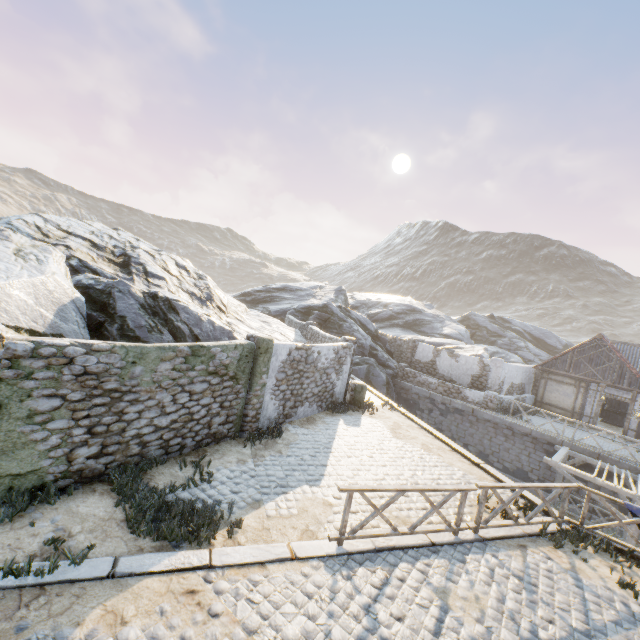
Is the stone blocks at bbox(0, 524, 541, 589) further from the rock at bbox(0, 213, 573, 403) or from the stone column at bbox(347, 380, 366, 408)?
the stone column at bbox(347, 380, 366, 408)

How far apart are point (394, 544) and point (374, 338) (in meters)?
20.06

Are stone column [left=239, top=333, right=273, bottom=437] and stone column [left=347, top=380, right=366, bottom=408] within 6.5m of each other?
yes

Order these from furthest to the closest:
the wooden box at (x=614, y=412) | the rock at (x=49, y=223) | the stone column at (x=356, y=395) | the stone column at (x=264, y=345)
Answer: the wooden box at (x=614, y=412) → the stone column at (x=356, y=395) → the stone column at (x=264, y=345) → the rock at (x=49, y=223)

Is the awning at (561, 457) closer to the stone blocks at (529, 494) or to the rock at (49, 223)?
the stone blocks at (529, 494)

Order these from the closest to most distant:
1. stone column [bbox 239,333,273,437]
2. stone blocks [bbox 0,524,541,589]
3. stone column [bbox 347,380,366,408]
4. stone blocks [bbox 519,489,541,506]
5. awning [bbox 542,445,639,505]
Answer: stone blocks [bbox 0,524,541,589]
stone blocks [bbox 519,489,541,506]
stone column [bbox 239,333,273,437]
awning [bbox 542,445,639,505]
stone column [bbox 347,380,366,408]

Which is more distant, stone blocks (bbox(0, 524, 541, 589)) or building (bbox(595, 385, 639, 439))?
building (bbox(595, 385, 639, 439))

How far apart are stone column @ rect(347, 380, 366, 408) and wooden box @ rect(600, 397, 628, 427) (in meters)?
19.95
